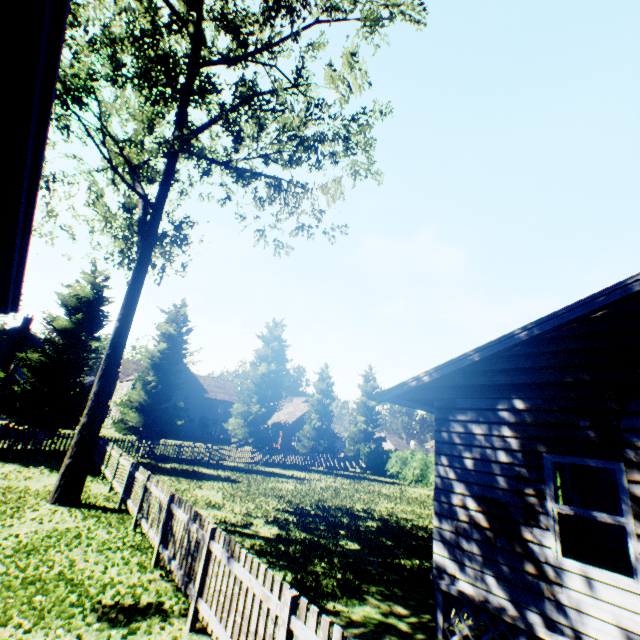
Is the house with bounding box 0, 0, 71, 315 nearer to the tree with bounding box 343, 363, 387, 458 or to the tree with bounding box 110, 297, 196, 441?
the tree with bounding box 110, 297, 196, 441

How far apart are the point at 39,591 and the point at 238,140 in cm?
1434

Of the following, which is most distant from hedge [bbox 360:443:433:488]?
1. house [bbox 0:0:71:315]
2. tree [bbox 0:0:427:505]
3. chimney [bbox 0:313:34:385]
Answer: chimney [bbox 0:313:34:385]

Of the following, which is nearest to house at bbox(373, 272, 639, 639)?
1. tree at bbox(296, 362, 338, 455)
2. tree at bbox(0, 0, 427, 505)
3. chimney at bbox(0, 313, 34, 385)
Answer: tree at bbox(0, 0, 427, 505)

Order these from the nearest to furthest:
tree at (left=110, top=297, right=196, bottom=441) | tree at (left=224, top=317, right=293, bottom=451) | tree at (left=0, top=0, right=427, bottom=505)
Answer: tree at (left=0, top=0, right=427, bottom=505)
tree at (left=110, top=297, right=196, bottom=441)
tree at (left=224, top=317, right=293, bottom=451)

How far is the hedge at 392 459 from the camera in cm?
2926

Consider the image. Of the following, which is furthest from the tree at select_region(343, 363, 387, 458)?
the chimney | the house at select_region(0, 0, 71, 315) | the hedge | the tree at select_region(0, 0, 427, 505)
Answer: the chimney

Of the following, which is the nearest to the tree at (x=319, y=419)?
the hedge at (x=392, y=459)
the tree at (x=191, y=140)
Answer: the tree at (x=191, y=140)
